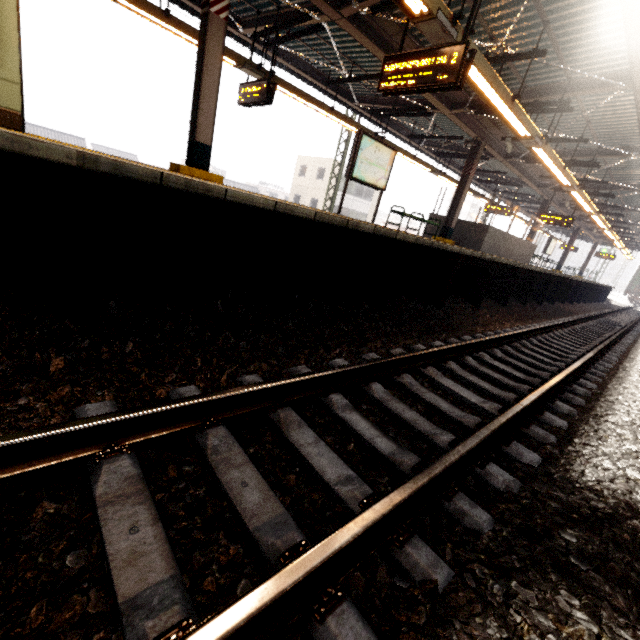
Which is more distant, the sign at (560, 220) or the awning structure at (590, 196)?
the sign at (560, 220)

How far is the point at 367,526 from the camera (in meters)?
1.37

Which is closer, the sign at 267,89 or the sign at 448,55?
the sign at 448,55

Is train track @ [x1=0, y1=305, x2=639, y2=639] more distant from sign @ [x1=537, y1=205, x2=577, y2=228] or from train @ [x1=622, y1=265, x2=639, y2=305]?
train @ [x1=622, y1=265, x2=639, y2=305]

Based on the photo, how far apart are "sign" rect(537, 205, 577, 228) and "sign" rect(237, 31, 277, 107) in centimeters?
1504cm

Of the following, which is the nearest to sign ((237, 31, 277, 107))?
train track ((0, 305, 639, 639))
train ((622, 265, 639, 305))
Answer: train track ((0, 305, 639, 639))

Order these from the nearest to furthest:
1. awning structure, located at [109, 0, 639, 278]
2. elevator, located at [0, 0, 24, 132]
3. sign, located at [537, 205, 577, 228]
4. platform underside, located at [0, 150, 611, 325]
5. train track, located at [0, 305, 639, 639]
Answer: train track, located at [0, 305, 639, 639] < platform underside, located at [0, 150, 611, 325] < elevator, located at [0, 0, 24, 132] < awning structure, located at [109, 0, 639, 278] < sign, located at [537, 205, 577, 228]

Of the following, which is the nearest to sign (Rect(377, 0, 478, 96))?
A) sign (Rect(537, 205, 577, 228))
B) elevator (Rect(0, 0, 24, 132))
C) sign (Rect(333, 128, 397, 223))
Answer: sign (Rect(333, 128, 397, 223))
